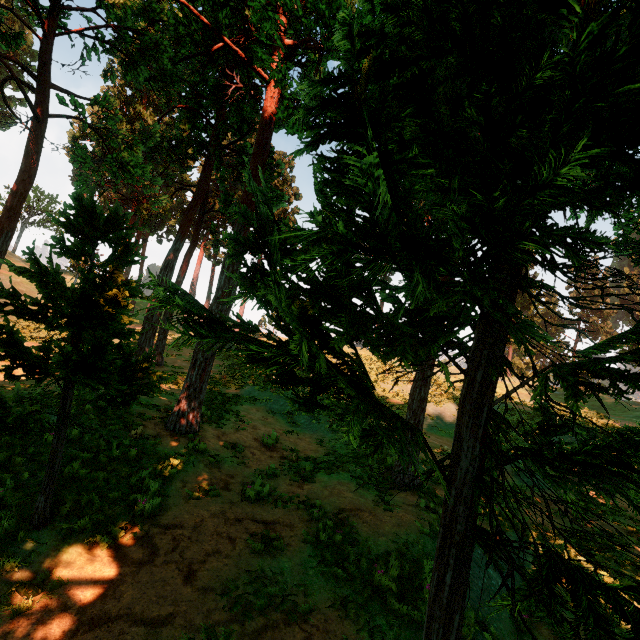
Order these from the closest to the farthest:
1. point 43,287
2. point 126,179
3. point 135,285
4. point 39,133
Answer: point 43,287 < point 135,285 < point 39,133 < point 126,179
